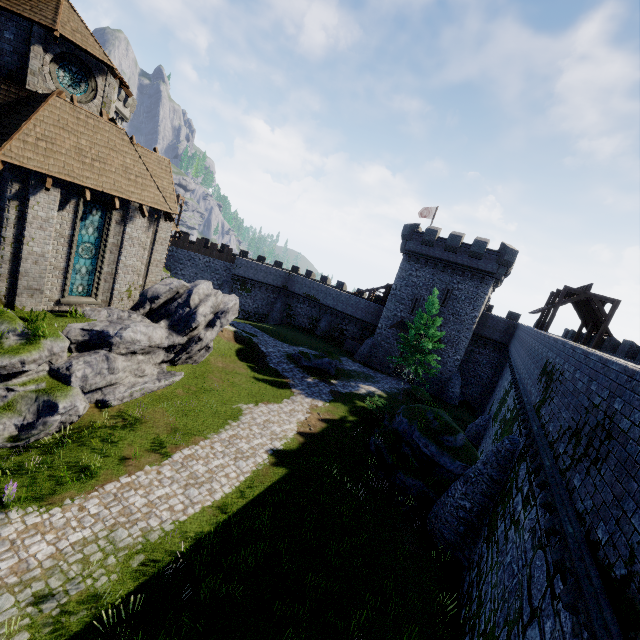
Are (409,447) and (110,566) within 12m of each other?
no

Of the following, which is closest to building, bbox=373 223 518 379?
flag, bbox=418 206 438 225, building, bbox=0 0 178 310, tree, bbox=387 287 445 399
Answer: flag, bbox=418 206 438 225

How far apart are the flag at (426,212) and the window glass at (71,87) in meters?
35.6

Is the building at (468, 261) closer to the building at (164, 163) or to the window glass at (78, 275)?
the building at (164, 163)

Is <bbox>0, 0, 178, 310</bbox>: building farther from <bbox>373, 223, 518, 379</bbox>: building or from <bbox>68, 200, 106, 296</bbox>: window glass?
<bbox>373, 223, 518, 379</bbox>: building

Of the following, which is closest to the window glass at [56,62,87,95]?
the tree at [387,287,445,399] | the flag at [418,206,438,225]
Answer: the tree at [387,287,445,399]

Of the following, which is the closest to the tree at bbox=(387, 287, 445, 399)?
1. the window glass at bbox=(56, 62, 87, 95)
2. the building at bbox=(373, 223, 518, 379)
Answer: the building at bbox=(373, 223, 518, 379)

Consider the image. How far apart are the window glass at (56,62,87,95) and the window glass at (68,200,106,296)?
5.9m
